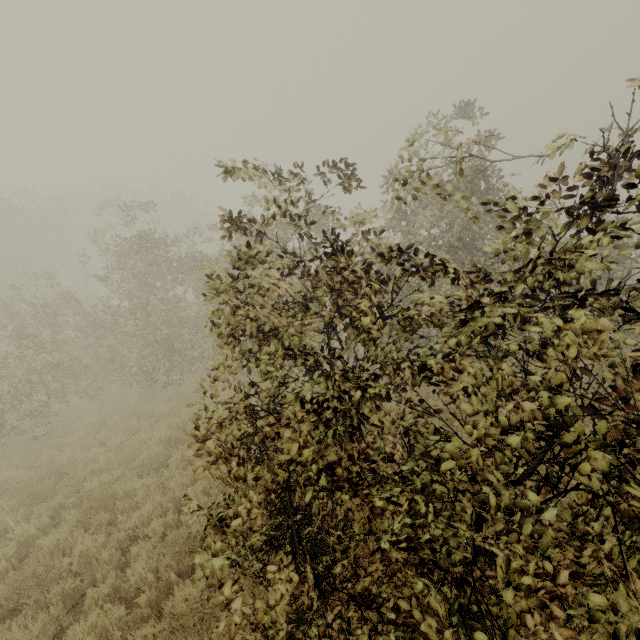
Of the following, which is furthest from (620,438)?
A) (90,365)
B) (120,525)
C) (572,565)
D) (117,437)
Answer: (90,365)
